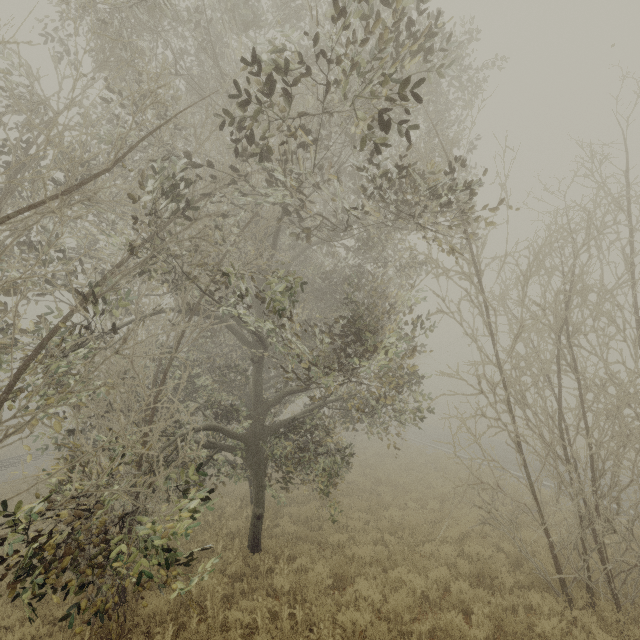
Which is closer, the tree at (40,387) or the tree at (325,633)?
the tree at (40,387)

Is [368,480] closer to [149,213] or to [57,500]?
[57,500]

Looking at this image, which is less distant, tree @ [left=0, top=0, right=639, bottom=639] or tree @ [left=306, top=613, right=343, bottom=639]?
tree @ [left=0, top=0, right=639, bottom=639]
